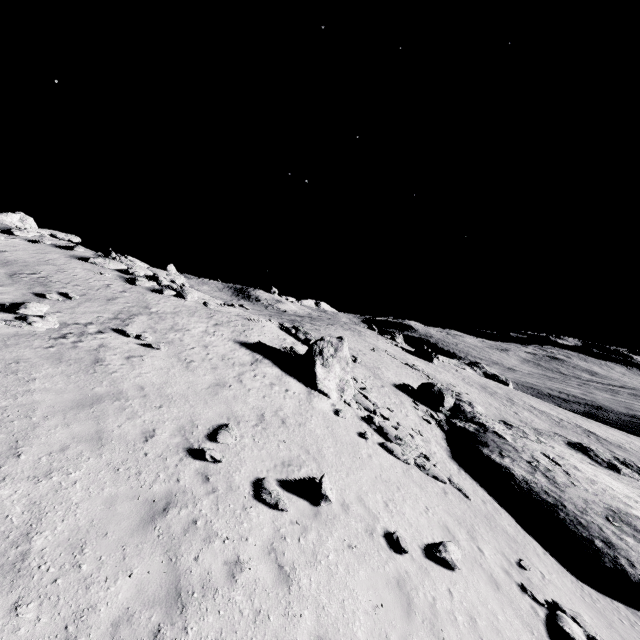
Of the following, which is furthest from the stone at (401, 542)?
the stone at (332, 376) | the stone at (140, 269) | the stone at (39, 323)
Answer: the stone at (140, 269)

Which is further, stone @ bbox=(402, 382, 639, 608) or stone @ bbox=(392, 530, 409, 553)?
stone @ bbox=(402, 382, 639, 608)

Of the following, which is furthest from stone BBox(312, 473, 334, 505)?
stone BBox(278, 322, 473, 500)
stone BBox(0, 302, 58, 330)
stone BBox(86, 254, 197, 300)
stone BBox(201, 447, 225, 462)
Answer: stone BBox(86, 254, 197, 300)

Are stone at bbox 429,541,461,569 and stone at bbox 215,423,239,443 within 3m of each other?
no

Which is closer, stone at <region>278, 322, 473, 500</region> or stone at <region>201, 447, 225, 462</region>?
stone at <region>201, 447, 225, 462</region>

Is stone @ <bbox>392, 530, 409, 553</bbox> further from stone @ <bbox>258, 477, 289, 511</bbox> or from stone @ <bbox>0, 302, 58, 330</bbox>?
stone @ <bbox>0, 302, 58, 330</bbox>

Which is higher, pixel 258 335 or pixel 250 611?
pixel 258 335

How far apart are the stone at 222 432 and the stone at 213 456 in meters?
0.5 m
